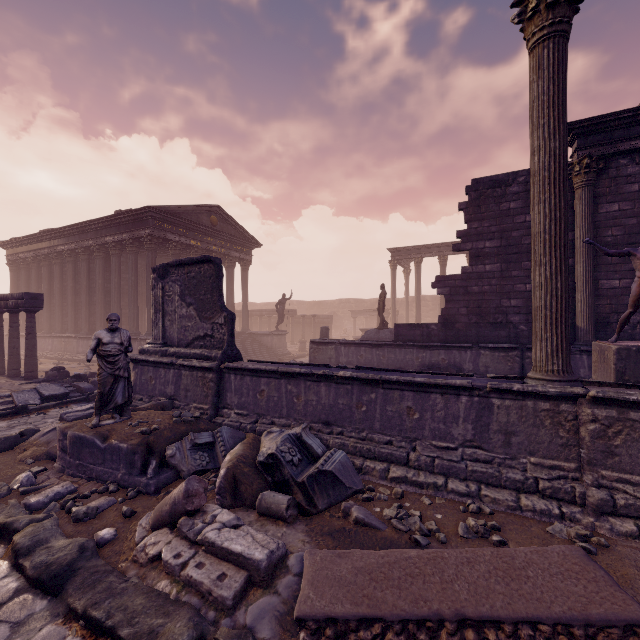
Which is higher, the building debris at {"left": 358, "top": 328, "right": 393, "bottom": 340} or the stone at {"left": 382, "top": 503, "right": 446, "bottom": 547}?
the building debris at {"left": 358, "top": 328, "right": 393, "bottom": 340}

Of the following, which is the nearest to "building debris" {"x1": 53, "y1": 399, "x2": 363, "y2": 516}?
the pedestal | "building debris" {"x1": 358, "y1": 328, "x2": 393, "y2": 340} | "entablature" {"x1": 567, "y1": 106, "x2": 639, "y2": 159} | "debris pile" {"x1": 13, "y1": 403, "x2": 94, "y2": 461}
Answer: "debris pile" {"x1": 13, "y1": 403, "x2": 94, "y2": 461}

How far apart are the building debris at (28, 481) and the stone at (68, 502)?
0.97m

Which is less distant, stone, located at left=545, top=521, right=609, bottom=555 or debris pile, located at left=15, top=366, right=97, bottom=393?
stone, located at left=545, top=521, right=609, bottom=555

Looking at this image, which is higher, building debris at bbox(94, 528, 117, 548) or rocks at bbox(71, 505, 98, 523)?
rocks at bbox(71, 505, 98, 523)

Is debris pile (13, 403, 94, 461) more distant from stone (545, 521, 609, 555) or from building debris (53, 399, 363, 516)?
stone (545, 521, 609, 555)

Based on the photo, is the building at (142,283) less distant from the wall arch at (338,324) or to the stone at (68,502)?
the stone at (68,502)

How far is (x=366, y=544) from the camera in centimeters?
345cm
